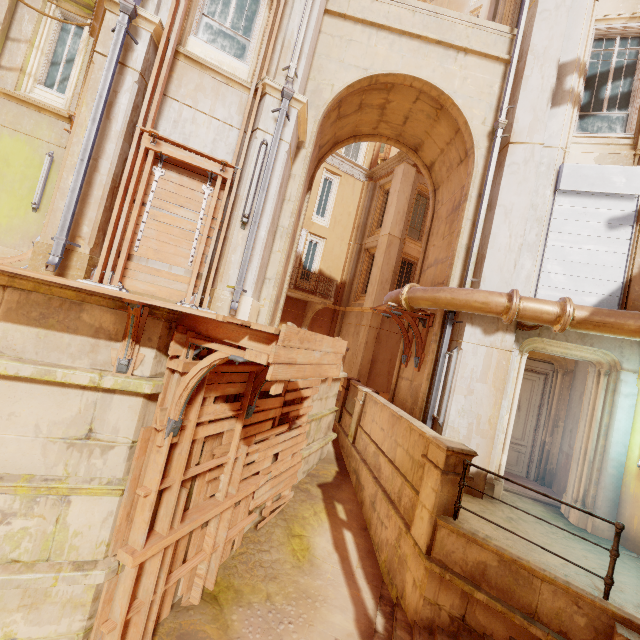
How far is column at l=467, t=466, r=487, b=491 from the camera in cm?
667

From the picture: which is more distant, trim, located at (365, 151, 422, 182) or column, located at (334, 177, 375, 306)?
column, located at (334, 177, 375, 306)

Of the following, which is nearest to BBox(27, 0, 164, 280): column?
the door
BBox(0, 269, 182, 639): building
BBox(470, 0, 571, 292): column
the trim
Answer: BBox(0, 269, 182, 639): building

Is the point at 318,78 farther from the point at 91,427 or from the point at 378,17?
the point at 91,427

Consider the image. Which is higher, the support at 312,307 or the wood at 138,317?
the support at 312,307

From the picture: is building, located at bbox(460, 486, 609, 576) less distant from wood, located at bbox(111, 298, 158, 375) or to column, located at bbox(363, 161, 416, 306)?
wood, located at bbox(111, 298, 158, 375)

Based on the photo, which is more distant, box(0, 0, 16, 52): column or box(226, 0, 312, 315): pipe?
box(0, 0, 16, 52): column

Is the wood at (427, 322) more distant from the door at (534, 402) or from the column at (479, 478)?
the door at (534, 402)
